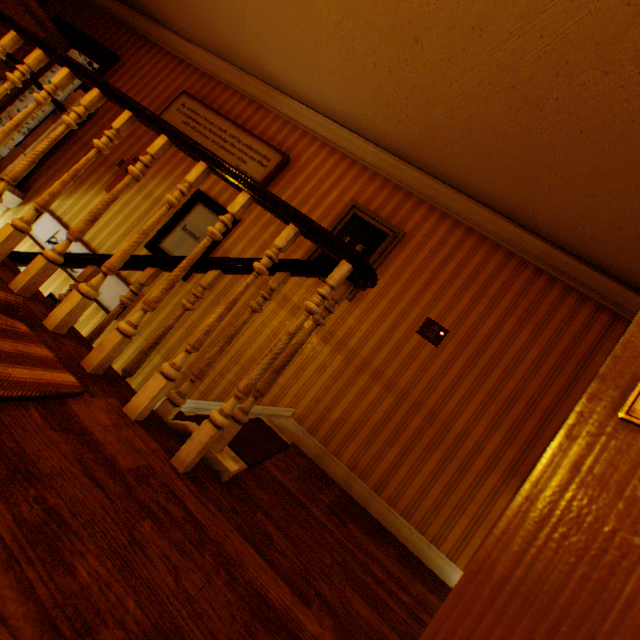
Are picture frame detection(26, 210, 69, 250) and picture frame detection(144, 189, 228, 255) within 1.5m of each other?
yes

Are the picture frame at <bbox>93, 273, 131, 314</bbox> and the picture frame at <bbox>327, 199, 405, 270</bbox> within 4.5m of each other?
yes

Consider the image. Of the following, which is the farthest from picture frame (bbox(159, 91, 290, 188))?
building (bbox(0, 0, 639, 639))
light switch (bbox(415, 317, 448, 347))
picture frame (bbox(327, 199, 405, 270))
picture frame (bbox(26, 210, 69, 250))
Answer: light switch (bbox(415, 317, 448, 347))

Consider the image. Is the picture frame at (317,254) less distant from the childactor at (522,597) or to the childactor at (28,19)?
the childactor at (522,597)

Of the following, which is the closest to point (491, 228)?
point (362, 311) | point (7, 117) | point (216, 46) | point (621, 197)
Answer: point (621, 197)

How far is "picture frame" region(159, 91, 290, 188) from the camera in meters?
4.0 m

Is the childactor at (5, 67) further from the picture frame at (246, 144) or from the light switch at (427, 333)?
the light switch at (427, 333)

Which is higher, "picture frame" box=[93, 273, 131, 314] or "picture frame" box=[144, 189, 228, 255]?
"picture frame" box=[144, 189, 228, 255]
